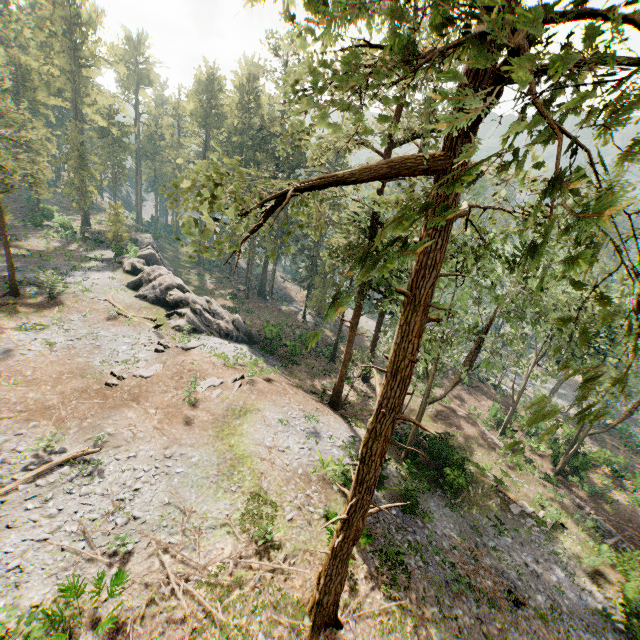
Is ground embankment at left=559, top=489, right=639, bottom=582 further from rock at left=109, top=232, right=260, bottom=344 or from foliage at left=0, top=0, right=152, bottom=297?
rock at left=109, top=232, right=260, bottom=344

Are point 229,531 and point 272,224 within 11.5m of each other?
no

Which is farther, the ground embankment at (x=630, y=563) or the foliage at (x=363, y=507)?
the ground embankment at (x=630, y=563)

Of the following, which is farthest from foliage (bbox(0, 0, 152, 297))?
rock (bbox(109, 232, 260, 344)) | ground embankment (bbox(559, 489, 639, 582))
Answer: ground embankment (bbox(559, 489, 639, 582))

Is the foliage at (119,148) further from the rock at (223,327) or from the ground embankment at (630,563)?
the ground embankment at (630,563)

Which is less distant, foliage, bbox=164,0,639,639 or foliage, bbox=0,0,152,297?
foliage, bbox=164,0,639,639
